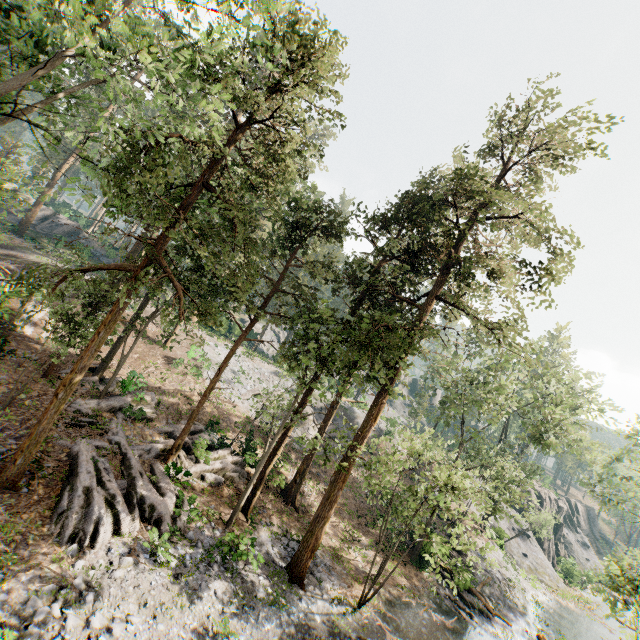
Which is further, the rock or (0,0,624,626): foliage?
the rock

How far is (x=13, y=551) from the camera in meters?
9.8 m

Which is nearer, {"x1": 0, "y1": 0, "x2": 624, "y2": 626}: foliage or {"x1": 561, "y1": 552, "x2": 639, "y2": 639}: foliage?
{"x1": 0, "y1": 0, "x2": 624, "y2": 626}: foliage

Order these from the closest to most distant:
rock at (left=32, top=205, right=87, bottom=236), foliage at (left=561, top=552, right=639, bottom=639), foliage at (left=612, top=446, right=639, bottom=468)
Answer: foliage at (left=561, top=552, right=639, bottom=639) < foliage at (left=612, top=446, right=639, bottom=468) < rock at (left=32, top=205, right=87, bottom=236)

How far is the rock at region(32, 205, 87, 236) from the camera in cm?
4388

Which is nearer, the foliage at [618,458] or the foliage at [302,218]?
the foliage at [302,218]
